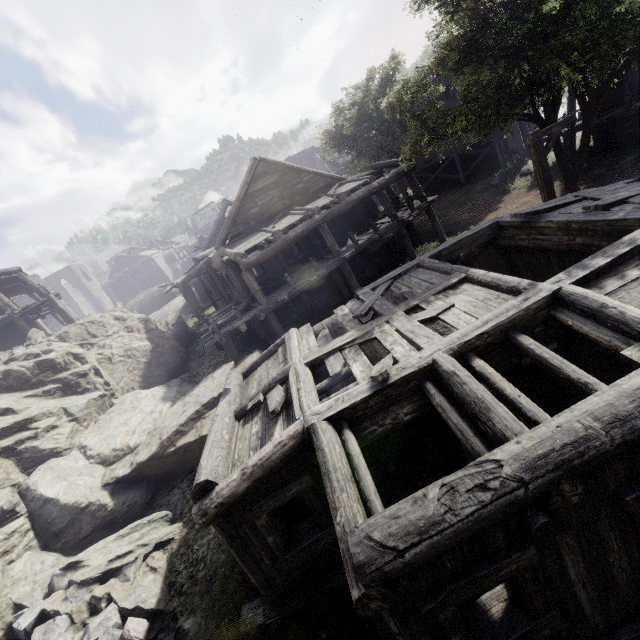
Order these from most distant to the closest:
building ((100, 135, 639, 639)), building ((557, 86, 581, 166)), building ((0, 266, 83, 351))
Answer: building ((0, 266, 83, 351))
building ((557, 86, 581, 166))
building ((100, 135, 639, 639))

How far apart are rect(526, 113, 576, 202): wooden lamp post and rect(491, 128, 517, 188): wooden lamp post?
13.1m

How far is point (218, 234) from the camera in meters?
29.3

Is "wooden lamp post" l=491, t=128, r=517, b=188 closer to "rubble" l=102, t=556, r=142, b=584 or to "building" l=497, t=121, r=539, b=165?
"building" l=497, t=121, r=539, b=165

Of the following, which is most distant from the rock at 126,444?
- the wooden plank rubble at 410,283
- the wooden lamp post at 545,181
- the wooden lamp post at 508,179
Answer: the wooden lamp post at 508,179

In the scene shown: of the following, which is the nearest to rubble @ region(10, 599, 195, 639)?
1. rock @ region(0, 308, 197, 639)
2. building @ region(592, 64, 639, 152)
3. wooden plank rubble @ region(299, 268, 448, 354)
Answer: rock @ region(0, 308, 197, 639)

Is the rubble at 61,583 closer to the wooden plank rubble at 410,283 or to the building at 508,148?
the building at 508,148

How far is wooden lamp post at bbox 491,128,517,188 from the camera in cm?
2192
